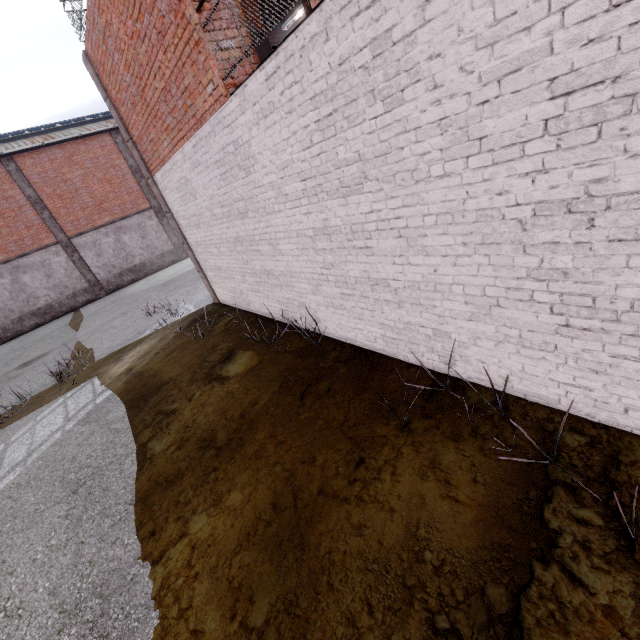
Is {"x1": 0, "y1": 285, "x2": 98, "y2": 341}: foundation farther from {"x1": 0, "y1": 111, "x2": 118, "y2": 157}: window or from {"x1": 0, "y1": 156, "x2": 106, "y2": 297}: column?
{"x1": 0, "y1": 111, "x2": 118, "y2": 157}: window

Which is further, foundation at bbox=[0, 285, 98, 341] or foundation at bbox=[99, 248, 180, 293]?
foundation at bbox=[99, 248, 180, 293]

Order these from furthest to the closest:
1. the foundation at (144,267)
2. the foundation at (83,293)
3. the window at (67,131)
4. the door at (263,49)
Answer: the foundation at (144,267) → the foundation at (83,293) → the window at (67,131) → the door at (263,49)

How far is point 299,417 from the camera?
4.49m

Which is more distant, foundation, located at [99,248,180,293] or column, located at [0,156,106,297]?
foundation, located at [99,248,180,293]

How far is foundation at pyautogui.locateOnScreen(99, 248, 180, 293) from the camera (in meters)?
21.80

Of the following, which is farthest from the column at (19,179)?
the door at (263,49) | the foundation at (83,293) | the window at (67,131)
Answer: the door at (263,49)

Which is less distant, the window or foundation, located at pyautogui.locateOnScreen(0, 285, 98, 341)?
the window
